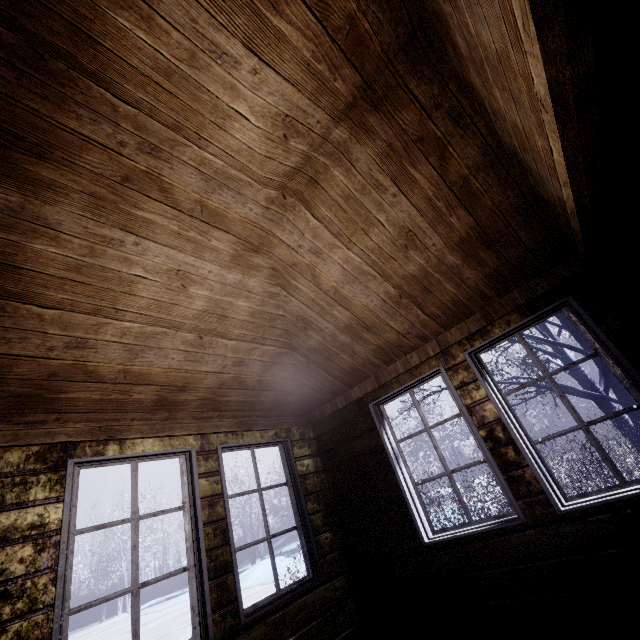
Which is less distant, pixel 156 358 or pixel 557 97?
pixel 557 97

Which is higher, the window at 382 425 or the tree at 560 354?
the tree at 560 354

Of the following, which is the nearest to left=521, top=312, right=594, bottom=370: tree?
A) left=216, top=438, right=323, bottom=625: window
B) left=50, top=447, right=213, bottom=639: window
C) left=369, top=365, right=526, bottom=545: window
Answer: left=369, top=365, right=526, bottom=545: window

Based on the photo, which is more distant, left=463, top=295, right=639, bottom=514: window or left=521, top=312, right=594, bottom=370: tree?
left=521, top=312, right=594, bottom=370: tree

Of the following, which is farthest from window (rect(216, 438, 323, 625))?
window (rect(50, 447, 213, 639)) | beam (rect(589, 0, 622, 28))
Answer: beam (rect(589, 0, 622, 28))

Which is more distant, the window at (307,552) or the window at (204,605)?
the window at (307,552)

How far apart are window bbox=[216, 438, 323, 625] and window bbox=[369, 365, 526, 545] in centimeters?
100cm

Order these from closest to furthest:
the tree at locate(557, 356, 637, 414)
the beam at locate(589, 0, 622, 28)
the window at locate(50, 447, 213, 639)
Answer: the beam at locate(589, 0, 622, 28), the window at locate(50, 447, 213, 639), the tree at locate(557, 356, 637, 414)
